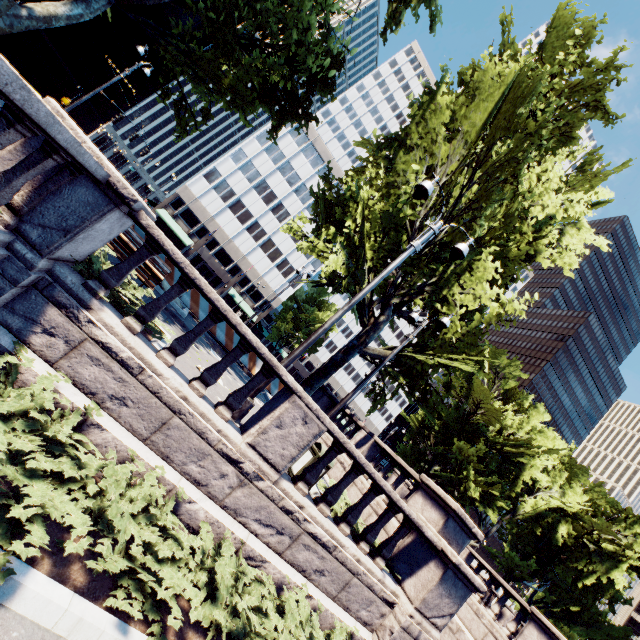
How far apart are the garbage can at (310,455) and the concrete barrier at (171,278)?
8.9 meters

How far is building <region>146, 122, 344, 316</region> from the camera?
52.0m

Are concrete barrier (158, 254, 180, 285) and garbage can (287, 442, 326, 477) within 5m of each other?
no

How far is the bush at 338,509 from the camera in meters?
7.7

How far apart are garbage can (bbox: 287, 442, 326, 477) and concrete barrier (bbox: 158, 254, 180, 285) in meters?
8.9

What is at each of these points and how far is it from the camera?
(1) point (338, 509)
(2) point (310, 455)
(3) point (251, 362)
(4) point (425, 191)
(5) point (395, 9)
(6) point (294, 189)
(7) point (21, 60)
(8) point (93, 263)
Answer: (1) bush, 7.61m
(2) garbage can, 7.55m
(3) concrete barrier, 16.28m
(4) light, 7.75m
(5) tree, 15.83m
(6) building, 56.81m
(7) building, 53.88m
(8) bush, 5.61m

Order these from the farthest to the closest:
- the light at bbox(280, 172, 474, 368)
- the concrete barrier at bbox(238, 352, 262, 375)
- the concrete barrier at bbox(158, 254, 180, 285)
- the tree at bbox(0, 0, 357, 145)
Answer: the concrete barrier at bbox(238, 352, 262, 375) < the concrete barrier at bbox(158, 254, 180, 285) < the tree at bbox(0, 0, 357, 145) < the light at bbox(280, 172, 474, 368)

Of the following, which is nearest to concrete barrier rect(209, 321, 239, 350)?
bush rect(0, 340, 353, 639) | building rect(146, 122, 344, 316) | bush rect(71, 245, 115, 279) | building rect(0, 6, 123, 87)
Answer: bush rect(71, 245, 115, 279)
